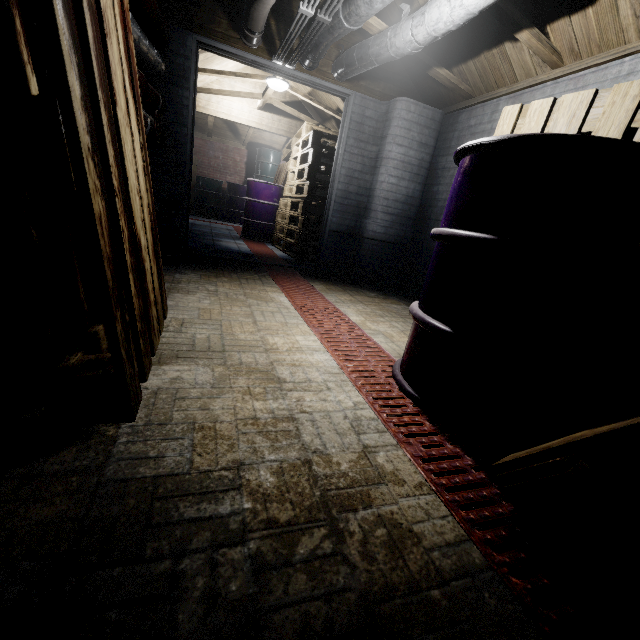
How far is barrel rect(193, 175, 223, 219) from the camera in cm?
848

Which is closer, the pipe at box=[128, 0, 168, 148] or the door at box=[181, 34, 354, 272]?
the pipe at box=[128, 0, 168, 148]

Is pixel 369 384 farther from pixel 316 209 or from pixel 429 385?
pixel 316 209

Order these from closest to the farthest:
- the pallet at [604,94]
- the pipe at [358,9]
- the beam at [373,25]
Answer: the pallet at [604,94]
the pipe at [358,9]
the beam at [373,25]

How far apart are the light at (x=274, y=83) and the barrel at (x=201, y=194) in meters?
4.4

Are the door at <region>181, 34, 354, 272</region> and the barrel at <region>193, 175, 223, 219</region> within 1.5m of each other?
no

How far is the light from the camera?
4.34m

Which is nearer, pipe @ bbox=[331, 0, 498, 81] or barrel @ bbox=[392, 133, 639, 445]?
barrel @ bbox=[392, 133, 639, 445]
